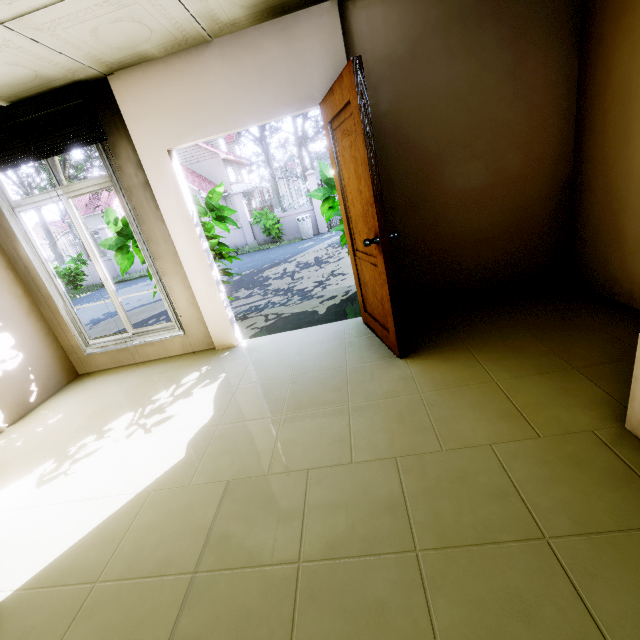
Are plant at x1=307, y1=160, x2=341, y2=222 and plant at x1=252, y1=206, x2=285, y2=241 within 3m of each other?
no

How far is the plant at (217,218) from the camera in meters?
4.5

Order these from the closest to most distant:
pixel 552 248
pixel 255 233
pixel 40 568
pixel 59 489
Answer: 1. pixel 40 568
2. pixel 59 489
3. pixel 552 248
4. pixel 255 233

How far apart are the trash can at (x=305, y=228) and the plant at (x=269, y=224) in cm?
57

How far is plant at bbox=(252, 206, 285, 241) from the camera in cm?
1283

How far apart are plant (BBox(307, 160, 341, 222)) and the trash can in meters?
9.0

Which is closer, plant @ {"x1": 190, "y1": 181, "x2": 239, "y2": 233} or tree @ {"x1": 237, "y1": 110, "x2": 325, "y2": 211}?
plant @ {"x1": 190, "y1": 181, "x2": 239, "y2": 233}

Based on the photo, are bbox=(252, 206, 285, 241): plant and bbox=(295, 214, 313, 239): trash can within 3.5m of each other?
yes
